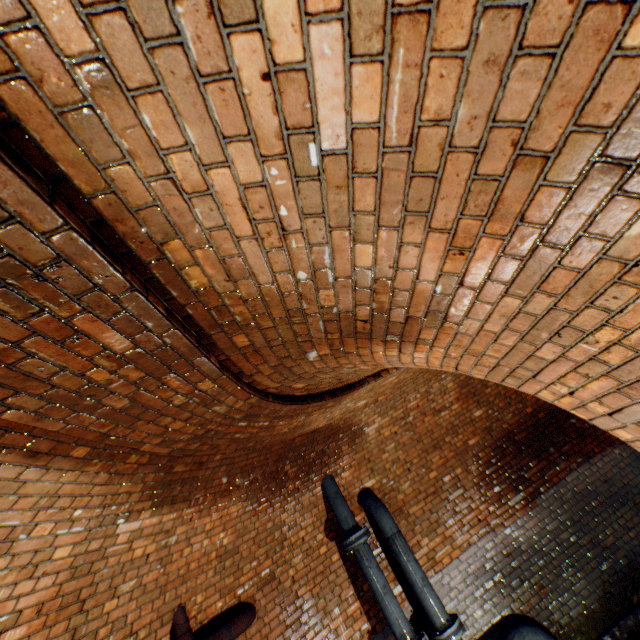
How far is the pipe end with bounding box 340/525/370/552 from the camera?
4.4 meters

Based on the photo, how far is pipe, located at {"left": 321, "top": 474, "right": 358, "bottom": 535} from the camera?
4.6m

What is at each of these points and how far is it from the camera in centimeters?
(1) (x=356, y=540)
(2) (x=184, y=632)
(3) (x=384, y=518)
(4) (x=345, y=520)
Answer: (1) pipe end, 443cm
(2) pipe, 325cm
(3) pipe, 478cm
(4) pipe, 465cm

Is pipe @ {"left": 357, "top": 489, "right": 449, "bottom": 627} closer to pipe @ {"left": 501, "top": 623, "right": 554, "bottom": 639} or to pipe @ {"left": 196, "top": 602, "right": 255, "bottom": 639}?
pipe @ {"left": 501, "top": 623, "right": 554, "bottom": 639}

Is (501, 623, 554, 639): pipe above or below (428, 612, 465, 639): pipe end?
below

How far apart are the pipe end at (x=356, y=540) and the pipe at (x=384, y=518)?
0.2 meters

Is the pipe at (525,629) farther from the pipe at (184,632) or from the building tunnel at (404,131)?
the pipe at (184,632)

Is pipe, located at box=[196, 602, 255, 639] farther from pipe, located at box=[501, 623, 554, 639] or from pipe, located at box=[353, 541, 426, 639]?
pipe, located at box=[501, 623, 554, 639]
